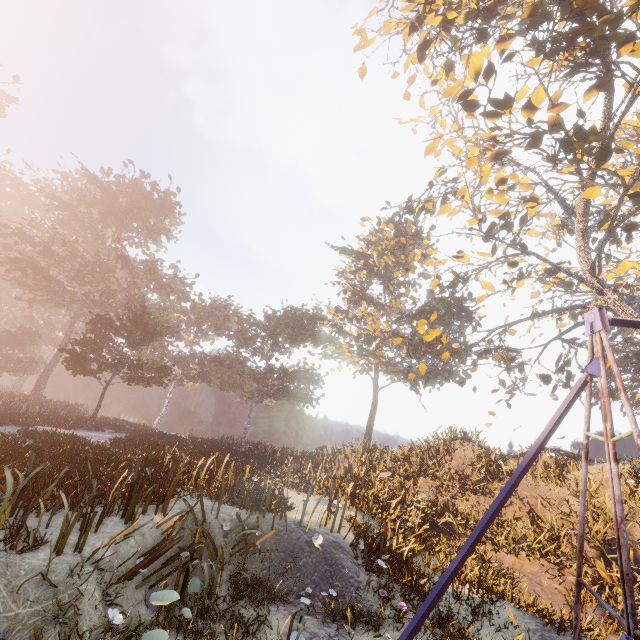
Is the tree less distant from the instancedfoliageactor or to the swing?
the swing

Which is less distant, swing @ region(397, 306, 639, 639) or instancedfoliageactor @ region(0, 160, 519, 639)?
swing @ region(397, 306, 639, 639)

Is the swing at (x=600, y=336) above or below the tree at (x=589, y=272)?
below

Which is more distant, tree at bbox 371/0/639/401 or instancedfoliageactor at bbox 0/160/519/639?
tree at bbox 371/0/639/401

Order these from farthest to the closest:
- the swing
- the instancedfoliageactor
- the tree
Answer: the tree → the instancedfoliageactor → the swing

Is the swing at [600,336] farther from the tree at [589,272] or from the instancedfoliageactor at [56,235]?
the instancedfoliageactor at [56,235]

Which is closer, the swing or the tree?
the swing

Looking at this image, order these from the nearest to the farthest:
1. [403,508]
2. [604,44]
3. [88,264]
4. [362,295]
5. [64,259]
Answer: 1. [604,44]
2. [403,508]
3. [64,259]
4. [88,264]
5. [362,295]
